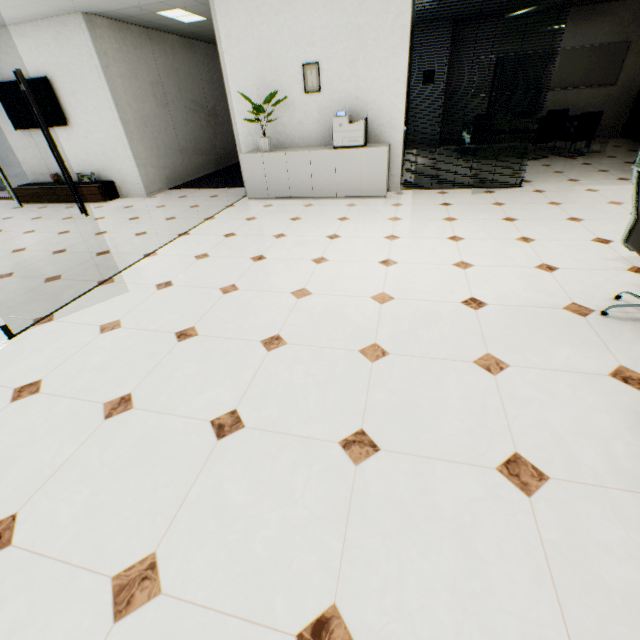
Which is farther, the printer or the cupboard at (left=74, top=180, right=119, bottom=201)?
the cupboard at (left=74, top=180, right=119, bottom=201)

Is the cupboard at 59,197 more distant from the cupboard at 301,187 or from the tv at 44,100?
the cupboard at 301,187

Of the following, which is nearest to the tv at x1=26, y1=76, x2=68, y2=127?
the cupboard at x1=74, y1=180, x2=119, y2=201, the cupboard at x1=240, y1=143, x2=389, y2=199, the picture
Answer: the cupboard at x1=74, y1=180, x2=119, y2=201

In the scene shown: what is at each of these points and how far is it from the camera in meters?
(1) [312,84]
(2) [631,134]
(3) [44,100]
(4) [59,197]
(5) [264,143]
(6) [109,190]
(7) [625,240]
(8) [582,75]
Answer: (1) picture, 5.3 m
(2) cupboard, 8.8 m
(3) tv, 6.3 m
(4) cupboard, 7.1 m
(5) plant, 5.6 m
(6) cupboard, 7.0 m
(7) chair, 2.3 m
(8) marker, 8.8 m

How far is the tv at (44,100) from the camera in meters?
6.2

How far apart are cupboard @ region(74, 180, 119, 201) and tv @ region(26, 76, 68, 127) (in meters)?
1.07

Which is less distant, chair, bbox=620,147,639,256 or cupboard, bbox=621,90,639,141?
chair, bbox=620,147,639,256

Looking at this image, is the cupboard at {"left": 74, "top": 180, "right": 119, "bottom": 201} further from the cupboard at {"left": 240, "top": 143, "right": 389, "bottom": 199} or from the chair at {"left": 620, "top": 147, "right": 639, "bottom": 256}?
the chair at {"left": 620, "top": 147, "right": 639, "bottom": 256}
